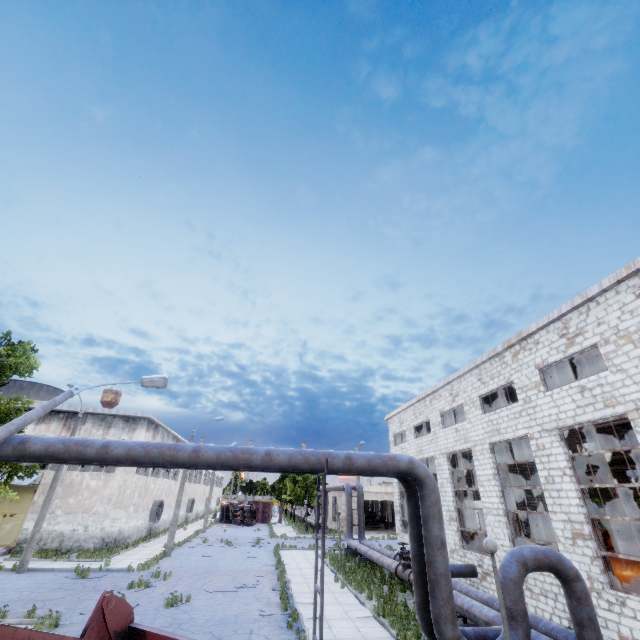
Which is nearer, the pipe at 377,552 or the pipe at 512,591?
the pipe at 512,591

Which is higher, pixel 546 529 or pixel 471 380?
pixel 471 380

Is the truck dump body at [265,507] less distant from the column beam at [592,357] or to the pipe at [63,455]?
the pipe at [63,455]

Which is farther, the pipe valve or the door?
the door

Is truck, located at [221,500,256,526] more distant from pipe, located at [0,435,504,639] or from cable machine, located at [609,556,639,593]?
cable machine, located at [609,556,639,593]

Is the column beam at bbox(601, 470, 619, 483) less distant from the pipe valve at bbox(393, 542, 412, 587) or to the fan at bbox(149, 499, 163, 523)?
the pipe valve at bbox(393, 542, 412, 587)

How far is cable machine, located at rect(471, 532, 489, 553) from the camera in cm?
2131

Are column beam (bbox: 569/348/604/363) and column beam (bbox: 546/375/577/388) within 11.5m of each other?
yes
